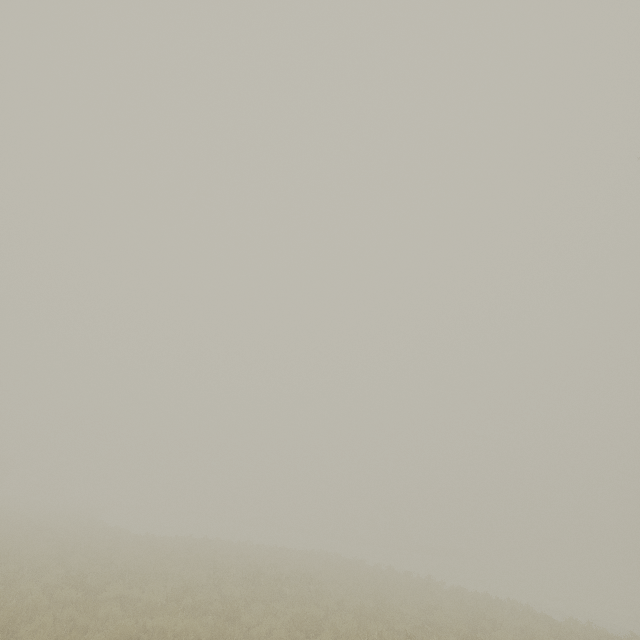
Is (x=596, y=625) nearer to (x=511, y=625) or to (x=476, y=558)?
(x=511, y=625)
